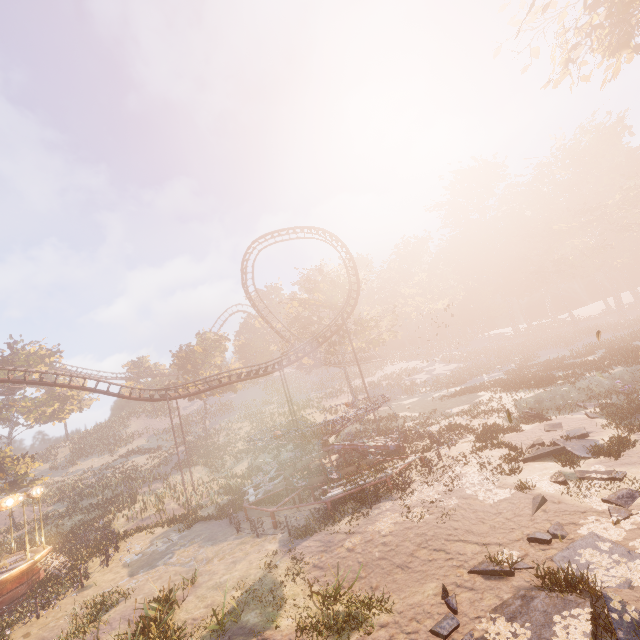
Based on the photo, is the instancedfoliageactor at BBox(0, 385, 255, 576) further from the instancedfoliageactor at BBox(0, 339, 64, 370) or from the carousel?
the instancedfoliageactor at BBox(0, 339, 64, 370)

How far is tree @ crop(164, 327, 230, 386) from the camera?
47.38m

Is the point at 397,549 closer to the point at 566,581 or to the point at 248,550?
the point at 566,581

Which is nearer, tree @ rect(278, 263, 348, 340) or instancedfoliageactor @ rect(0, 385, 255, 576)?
instancedfoliageactor @ rect(0, 385, 255, 576)

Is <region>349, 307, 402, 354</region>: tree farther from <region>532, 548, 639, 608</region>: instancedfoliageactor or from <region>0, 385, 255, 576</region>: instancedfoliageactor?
<region>532, 548, 639, 608</region>: instancedfoliageactor

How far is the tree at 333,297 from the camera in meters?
42.0 m

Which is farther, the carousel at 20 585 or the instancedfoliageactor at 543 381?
the instancedfoliageactor at 543 381

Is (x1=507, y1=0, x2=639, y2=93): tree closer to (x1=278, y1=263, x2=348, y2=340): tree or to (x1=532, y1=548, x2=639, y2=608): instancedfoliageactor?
(x1=532, y1=548, x2=639, y2=608): instancedfoliageactor
